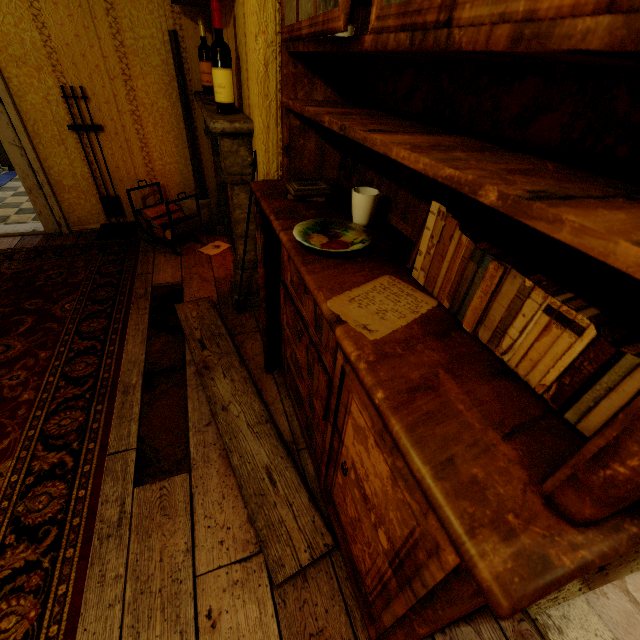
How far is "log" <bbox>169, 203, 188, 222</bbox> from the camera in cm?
312

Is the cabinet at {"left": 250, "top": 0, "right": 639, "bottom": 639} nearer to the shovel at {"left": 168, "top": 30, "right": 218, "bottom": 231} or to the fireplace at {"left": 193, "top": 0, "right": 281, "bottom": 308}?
the fireplace at {"left": 193, "top": 0, "right": 281, "bottom": 308}

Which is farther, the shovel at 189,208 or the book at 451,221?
the shovel at 189,208

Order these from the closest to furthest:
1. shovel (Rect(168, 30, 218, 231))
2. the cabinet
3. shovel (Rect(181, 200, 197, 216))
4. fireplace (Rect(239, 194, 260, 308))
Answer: the cabinet, fireplace (Rect(239, 194, 260, 308)), shovel (Rect(168, 30, 218, 231)), shovel (Rect(181, 200, 197, 216))

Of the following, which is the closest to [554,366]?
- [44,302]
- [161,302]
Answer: [161,302]

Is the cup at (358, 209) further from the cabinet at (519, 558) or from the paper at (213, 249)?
the paper at (213, 249)

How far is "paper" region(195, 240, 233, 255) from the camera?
3.1m

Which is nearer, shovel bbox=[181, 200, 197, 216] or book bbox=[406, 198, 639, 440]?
book bbox=[406, 198, 639, 440]
